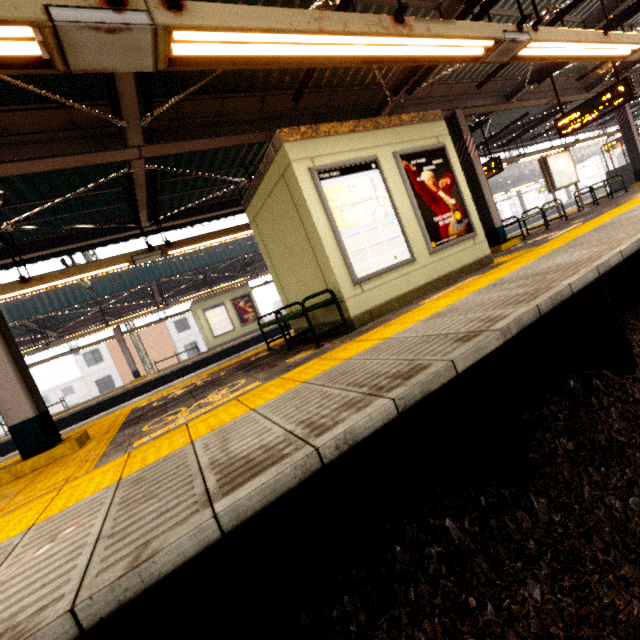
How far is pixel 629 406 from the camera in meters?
2.9 m

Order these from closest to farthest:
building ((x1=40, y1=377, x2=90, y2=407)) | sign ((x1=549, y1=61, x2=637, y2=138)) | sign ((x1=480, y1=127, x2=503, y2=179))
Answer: sign ((x1=549, y1=61, x2=637, y2=138)) → sign ((x1=480, y1=127, x2=503, y2=179)) → building ((x1=40, y1=377, x2=90, y2=407))

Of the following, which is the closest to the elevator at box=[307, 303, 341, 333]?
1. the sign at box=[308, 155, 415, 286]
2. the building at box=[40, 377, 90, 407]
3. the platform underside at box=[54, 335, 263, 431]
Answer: the sign at box=[308, 155, 415, 286]

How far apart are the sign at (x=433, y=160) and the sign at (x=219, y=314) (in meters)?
15.00

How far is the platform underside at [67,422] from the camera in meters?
13.5 m

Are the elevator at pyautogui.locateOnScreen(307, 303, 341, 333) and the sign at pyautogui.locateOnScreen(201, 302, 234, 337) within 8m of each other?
no

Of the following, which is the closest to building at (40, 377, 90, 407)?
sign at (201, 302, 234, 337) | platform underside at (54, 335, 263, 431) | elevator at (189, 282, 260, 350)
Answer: platform underside at (54, 335, 263, 431)

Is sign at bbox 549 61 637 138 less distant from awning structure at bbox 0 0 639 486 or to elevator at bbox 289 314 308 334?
awning structure at bbox 0 0 639 486
